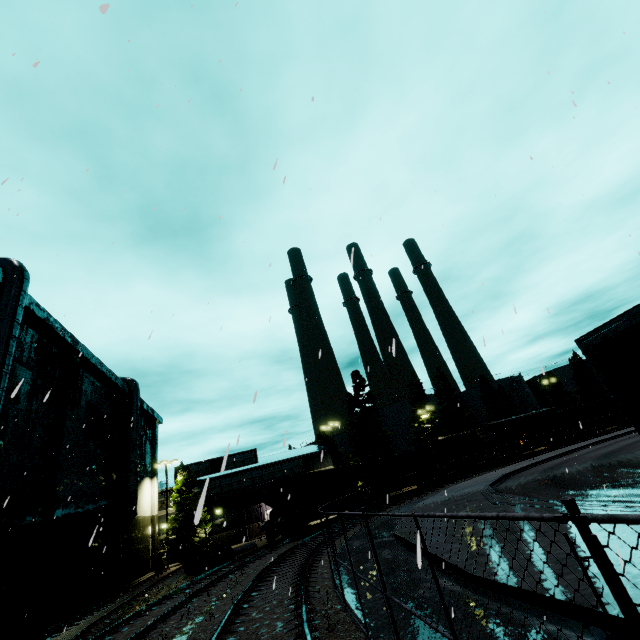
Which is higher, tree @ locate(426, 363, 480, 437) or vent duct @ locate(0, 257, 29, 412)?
vent duct @ locate(0, 257, 29, 412)

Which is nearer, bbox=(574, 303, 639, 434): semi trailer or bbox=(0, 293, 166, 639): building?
bbox=(574, 303, 639, 434): semi trailer

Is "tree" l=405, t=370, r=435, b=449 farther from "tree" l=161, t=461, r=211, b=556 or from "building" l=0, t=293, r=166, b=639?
"tree" l=161, t=461, r=211, b=556

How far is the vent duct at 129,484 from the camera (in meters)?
25.95

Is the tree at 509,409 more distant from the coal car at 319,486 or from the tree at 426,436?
the coal car at 319,486

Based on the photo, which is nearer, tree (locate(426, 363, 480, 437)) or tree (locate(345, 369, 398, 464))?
tree (locate(345, 369, 398, 464))

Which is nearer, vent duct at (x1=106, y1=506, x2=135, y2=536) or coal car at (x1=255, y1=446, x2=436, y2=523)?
vent duct at (x1=106, y1=506, x2=135, y2=536)

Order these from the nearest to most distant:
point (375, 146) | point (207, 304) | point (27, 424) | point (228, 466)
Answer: point (207, 304) → point (375, 146) → point (27, 424) → point (228, 466)
